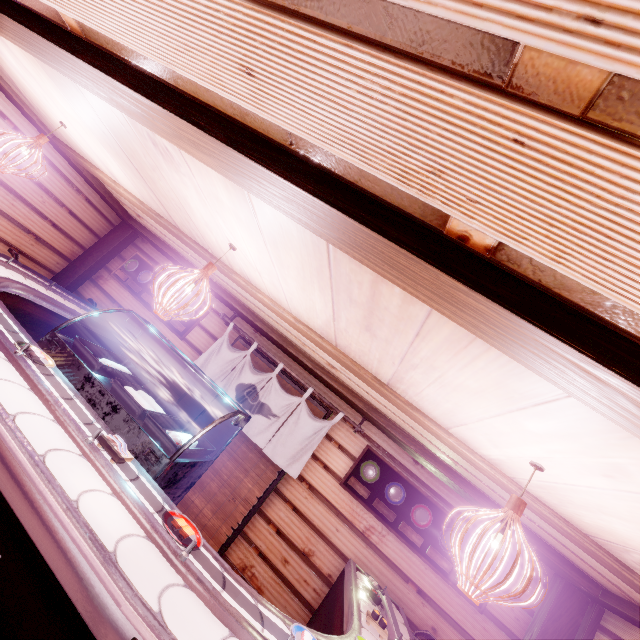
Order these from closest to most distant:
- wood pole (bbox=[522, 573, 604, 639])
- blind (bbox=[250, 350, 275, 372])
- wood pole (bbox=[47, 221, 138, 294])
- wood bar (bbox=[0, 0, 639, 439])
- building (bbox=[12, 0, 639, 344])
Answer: building (bbox=[12, 0, 639, 344]), wood bar (bbox=[0, 0, 639, 439]), wood pole (bbox=[522, 573, 604, 639]), blind (bbox=[250, 350, 275, 372]), wood pole (bbox=[47, 221, 138, 294])

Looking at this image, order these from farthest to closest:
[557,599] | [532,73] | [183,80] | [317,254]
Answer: [557,599]
[317,254]
[183,80]
[532,73]

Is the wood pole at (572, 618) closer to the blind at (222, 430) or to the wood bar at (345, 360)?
the wood bar at (345, 360)

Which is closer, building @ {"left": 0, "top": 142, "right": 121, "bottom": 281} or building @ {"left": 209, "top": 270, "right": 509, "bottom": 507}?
building @ {"left": 209, "top": 270, "right": 509, "bottom": 507}

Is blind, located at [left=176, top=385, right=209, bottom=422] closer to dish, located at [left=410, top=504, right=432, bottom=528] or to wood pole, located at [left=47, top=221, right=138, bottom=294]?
dish, located at [left=410, top=504, right=432, bottom=528]

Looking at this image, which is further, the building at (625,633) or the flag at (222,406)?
the flag at (222,406)

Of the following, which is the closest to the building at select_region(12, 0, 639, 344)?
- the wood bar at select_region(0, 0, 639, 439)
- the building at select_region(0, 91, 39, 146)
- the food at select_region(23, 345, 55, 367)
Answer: the wood bar at select_region(0, 0, 639, 439)

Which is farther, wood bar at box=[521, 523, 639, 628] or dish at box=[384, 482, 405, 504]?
dish at box=[384, 482, 405, 504]
